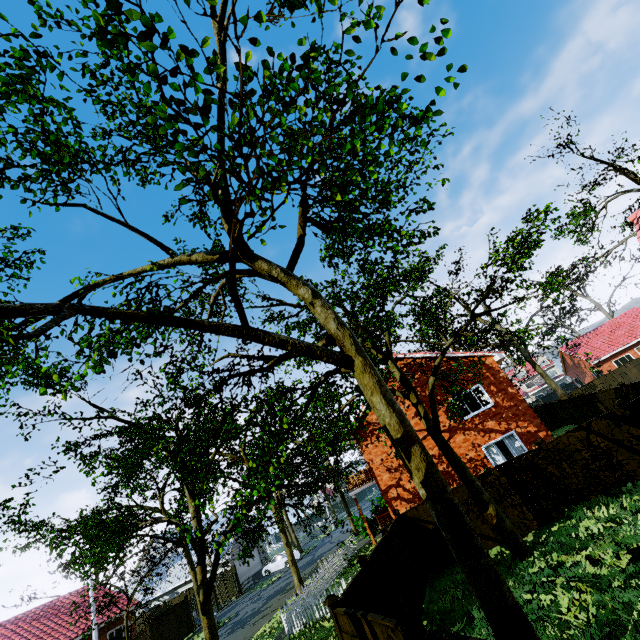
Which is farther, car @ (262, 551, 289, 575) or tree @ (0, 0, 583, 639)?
car @ (262, 551, 289, 575)

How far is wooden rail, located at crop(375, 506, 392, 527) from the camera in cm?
2170

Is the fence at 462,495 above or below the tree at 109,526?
below

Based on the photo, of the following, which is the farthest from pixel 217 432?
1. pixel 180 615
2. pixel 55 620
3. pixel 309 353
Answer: pixel 55 620

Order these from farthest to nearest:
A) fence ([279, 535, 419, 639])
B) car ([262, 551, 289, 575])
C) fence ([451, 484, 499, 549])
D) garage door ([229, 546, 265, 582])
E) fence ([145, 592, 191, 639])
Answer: garage door ([229, 546, 265, 582]), car ([262, 551, 289, 575]), fence ([145, 592, 191, 639]), fence ([451, 484, 499, 549]), fence ([279, 535, 419, 639])

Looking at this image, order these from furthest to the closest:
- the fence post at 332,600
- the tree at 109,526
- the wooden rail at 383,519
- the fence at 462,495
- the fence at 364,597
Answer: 1. the wooden rail at 383,519
2. the fence at 462,495
3. the fence post at 332,600
4. the fence at 364,597
5. the tree at 109,526

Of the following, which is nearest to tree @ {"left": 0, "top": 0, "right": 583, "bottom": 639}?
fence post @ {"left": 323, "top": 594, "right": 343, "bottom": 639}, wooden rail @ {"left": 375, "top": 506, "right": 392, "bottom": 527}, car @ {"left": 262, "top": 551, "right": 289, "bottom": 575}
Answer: fence post @ {"left": 323, "top": 594, "right": 343, "bottom": 639}

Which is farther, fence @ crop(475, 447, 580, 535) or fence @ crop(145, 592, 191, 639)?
fence @ crop(145, 592, 191, 639)
